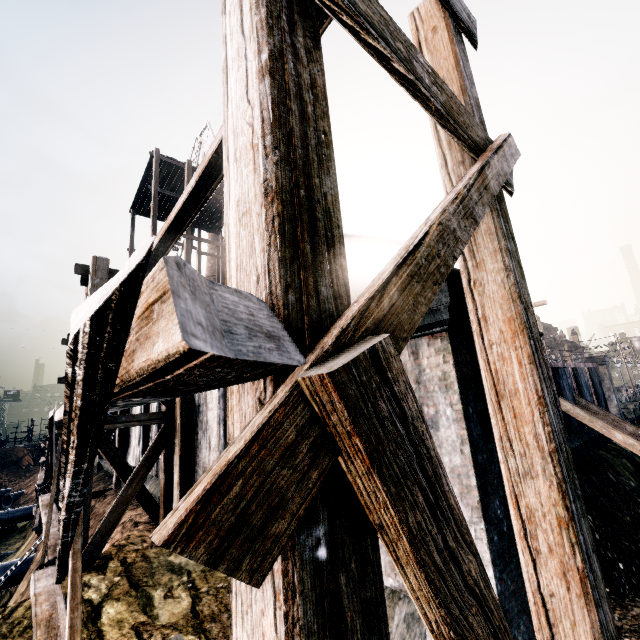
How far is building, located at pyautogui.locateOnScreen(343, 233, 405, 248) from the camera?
16.7 meters

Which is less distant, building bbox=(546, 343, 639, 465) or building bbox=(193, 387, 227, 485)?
building bbox=(193, 387, 227, 485)

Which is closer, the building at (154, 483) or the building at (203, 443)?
the building at (203, 443)

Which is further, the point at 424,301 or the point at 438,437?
the point at 438,437

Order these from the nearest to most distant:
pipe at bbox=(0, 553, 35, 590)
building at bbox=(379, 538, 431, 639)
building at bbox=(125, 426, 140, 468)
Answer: building at bbox=(379, 538, 431, 639)
building at bbox=(125, 426, 140, 468)
pipe at bbox=(0, 553, 35, 590)

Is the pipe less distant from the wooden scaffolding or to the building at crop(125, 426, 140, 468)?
the building at crop(125, 426, 140, 468)
